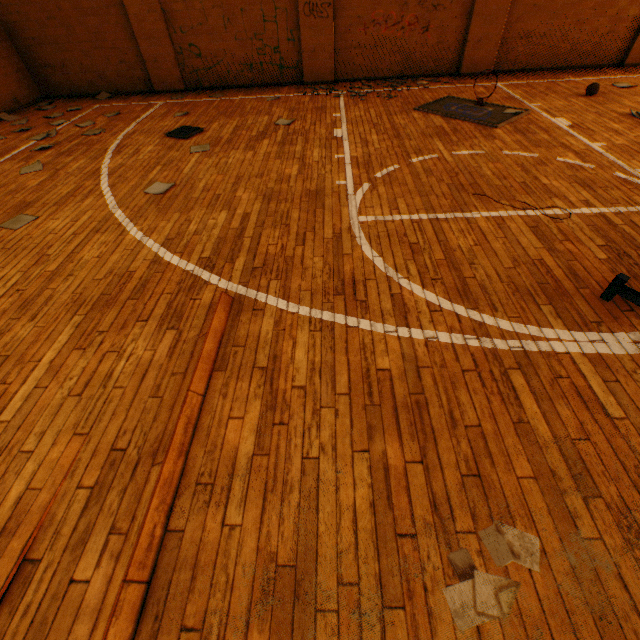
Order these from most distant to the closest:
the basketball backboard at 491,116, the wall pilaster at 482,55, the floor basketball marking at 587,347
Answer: the wall pilaster at 482,55, the basketball backboard at 491,116, the floor basketball marking at 587,347

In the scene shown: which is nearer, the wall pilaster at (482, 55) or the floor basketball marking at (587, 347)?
the floor basketball marking at (587, 347)

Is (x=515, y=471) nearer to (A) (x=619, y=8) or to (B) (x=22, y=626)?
(B) (x=22, y=626)

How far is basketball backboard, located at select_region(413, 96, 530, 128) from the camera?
5.7 meters

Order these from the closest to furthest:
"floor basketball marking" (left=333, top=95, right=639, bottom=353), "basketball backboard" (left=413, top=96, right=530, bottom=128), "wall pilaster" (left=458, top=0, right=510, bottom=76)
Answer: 1. "floor basketball marking" (left=333, top=95, right=639, bottom=353)
2. "basketball backboard" (left=413, top=96, right=530, bottom=128)
3. "wall pilaster" (left=458, top=0, right=510, bottom=76)

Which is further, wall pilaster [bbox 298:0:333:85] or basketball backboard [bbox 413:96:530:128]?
wall pilaster [bbox 298:0:333:85]

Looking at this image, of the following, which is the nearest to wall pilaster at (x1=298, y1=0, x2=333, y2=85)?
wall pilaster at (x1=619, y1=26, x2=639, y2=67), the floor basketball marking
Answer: the floor basketball marking

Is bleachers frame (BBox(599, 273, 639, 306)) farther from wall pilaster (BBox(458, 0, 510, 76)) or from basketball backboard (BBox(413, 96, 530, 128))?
wall pilaster (BBox(458, 0, 510, 76))
